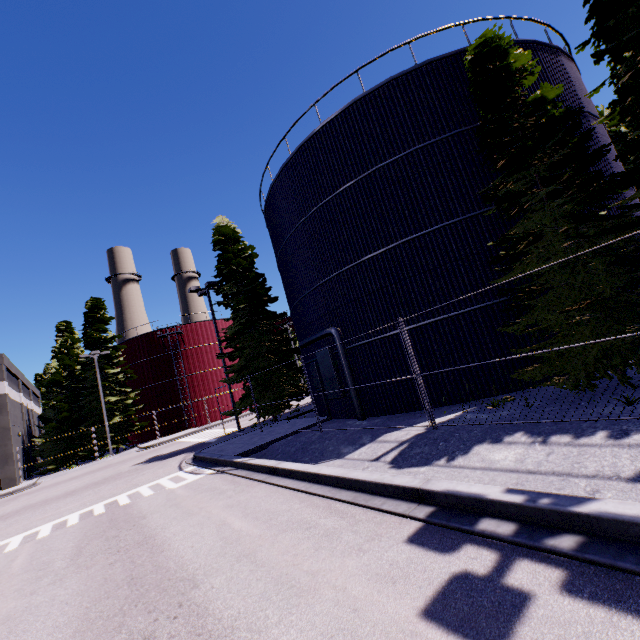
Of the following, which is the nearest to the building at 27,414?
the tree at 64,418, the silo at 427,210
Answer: the silo at 427,210

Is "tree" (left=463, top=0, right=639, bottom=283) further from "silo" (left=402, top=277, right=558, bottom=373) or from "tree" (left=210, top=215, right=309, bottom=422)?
"tree" (left=210, top=215, right=309, bottom=422)

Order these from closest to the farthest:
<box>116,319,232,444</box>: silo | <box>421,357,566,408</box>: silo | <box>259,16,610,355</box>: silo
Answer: <box>421,357,566,408</box>: silo
<box>259,16,610,355</box>: silo
<box>116,319,232,444</box>: silo

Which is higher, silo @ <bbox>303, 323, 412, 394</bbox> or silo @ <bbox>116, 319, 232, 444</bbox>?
silo @ <bbox>116, 319, 232, 444</bbox>

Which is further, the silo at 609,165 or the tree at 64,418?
the tree at 64,418

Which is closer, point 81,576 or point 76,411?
point 81,576

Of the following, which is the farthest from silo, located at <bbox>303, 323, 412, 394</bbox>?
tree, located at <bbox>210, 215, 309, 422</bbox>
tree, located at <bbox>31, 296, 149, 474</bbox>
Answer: tree, located at <bbox>31, 296, 149, 474</bbox>

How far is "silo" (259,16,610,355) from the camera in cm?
1120
